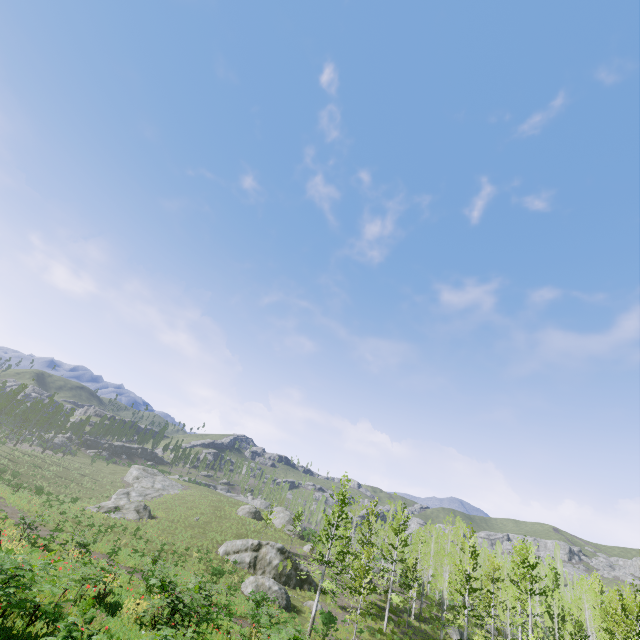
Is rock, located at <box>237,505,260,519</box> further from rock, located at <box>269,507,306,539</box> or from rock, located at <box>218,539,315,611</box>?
rock, located at <box>218,539,315,611</box>

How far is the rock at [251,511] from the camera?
50.3 meters

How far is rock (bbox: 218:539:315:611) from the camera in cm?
2662

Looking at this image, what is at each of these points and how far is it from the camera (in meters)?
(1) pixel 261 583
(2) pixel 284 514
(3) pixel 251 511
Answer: (1) rock, 26.86
(2) rock, 53.38
(3) rock, 50.84

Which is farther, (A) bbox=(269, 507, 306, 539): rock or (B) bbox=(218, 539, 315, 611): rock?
(A) bbox=(269, 507, 306, 539): rock

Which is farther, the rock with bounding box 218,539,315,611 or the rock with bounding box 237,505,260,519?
the rock with bounding box 237,505,260,519

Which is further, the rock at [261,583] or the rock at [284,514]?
the rock at [284,514]
